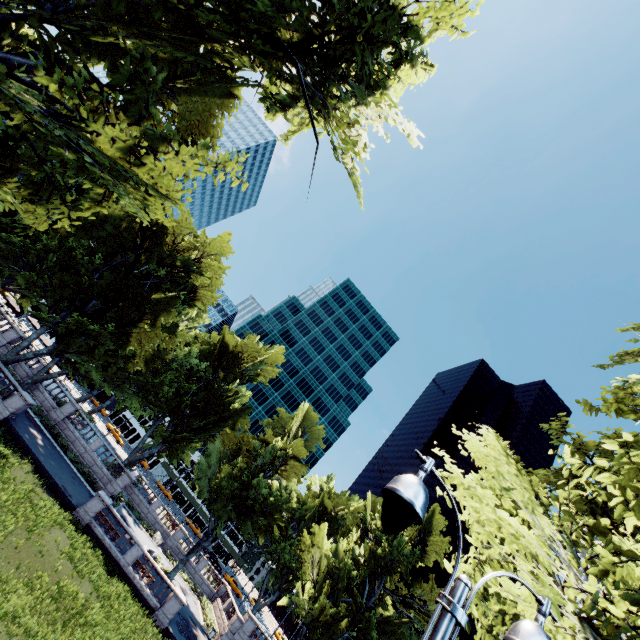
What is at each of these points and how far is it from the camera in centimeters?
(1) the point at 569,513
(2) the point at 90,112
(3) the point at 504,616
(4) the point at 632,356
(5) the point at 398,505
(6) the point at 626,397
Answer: (1) tree, 817cm
(2) tree, 765cm
(3) tree, 850cm
(4) tree, 1278cm
(5) light, 301cm
(6) tree, 1062cm

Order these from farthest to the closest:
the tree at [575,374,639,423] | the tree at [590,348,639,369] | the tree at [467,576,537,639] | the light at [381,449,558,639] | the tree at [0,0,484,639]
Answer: the tree at [590,348,639,369]
the tree at [575,374,639,423]
the tree at [0,0,484,639]
the tree at [467,576,537,639]
the light at [381,449,558,639]

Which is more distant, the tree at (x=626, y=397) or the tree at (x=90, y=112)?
the tree at (x=626, y=397)

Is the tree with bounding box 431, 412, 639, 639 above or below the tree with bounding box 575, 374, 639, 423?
below

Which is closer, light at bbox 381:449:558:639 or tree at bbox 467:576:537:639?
light at bbox 381:449:558:639

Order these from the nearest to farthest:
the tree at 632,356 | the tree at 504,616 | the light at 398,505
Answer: the light at 398,505 < the tree at 504,616 < the tree at 632,356

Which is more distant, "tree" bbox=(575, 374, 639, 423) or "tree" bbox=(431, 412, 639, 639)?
"tree" bbox=(575, 374, 639, 423)
